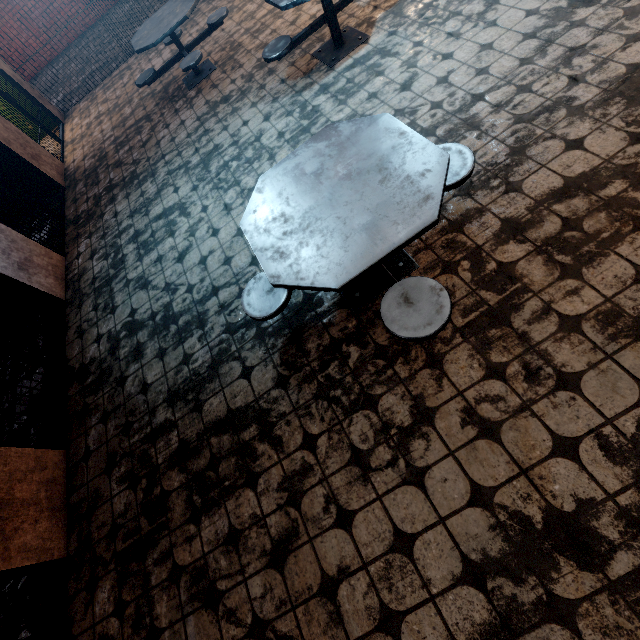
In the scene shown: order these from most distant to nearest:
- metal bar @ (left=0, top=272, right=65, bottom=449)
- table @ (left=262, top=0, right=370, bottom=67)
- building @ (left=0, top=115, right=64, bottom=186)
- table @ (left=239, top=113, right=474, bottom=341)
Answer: building @ (left=0, top=115, right=64, bottom=186) → table @ (left=262, top=0, right=370, bottom=67) → metal bar @ (left=0, top=272, right=65, bottom=449) → table @ (left=239, top=113, right=474, bottom=341)

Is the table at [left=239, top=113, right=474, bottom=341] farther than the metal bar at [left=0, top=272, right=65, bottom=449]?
No

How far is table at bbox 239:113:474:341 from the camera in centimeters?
167cm

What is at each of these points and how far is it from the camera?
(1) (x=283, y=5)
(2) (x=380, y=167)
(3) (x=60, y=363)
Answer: (1) table, 3.35m
(2) table, 1.87m
(3) metal bar, 3.59m

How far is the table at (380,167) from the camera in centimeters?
167cm

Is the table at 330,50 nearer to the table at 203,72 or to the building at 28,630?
the table at 203,72

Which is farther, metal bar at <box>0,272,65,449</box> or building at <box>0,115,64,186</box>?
building at <box>0,115,64,186</box>

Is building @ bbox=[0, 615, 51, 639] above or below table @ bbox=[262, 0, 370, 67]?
below
